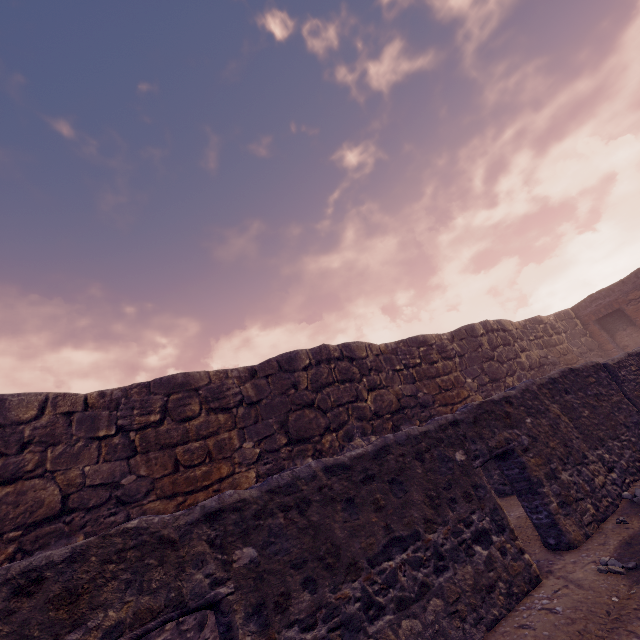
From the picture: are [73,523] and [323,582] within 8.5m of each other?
yes
